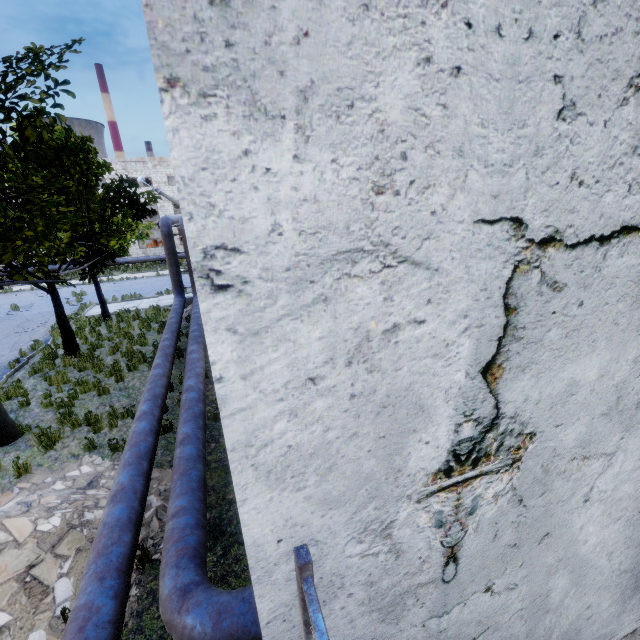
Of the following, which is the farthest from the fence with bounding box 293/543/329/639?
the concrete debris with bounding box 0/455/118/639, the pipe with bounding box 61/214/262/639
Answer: the concrete debris with bounding box 0/455/118/639

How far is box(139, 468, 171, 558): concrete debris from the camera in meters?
5.6

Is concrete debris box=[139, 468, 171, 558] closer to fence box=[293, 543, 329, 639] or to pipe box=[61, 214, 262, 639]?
pipe box=[61, 214, 262, 639]

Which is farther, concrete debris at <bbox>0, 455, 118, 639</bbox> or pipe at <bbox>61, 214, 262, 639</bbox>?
concrete debris at <bbox>0, 455, 118, 639</bbox>

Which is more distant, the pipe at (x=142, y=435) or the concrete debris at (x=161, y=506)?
the concrete debris at (x=161, y=506)

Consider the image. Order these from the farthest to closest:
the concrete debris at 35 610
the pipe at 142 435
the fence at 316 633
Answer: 1. the concrete debris at 35 610
2. the pipe at 142 435
3. the fence at 316 633

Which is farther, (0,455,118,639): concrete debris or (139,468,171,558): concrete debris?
(139,468,171,558): concrete debris

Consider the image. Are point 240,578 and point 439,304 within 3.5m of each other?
no
